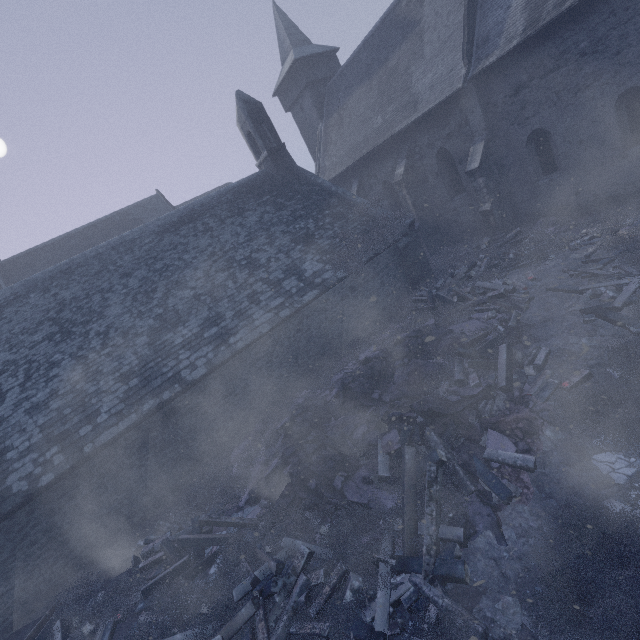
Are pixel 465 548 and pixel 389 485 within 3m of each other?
yes

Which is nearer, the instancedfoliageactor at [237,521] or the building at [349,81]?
the instancedfoliageactor at [237,521]

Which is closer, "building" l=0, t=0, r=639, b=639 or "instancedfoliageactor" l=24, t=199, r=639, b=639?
"instancedfoliageactor" l=24, t=199, r=639, b=639

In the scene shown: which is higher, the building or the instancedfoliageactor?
the building

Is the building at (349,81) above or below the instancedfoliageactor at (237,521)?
above
